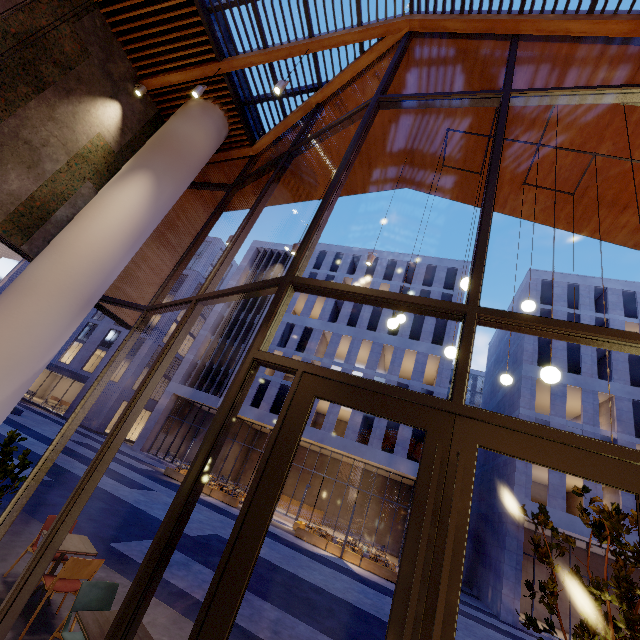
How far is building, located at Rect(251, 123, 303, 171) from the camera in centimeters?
880cm

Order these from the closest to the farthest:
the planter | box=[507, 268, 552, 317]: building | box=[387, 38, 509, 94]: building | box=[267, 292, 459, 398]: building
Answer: box=[387, 38, 509, 94]: building → the planter → box=[267, 292, 459, 398]: building → box=[507, 268, 552, 317]: building

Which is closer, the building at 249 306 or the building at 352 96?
the building at 352 96

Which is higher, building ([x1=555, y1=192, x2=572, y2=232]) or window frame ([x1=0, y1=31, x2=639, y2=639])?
building ([x1=555, y1=192, x2=572, y2=232])

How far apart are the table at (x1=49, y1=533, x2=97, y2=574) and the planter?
17.8m

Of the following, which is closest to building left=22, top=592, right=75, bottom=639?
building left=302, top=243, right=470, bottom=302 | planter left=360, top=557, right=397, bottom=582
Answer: planter left=360, top=557, right=397, bottom=582

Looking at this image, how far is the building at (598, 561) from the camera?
20.62m

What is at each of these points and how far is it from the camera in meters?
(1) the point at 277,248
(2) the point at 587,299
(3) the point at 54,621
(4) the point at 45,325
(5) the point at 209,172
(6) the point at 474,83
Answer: (1) building, 40.1 m
(2) building, 27.7 m
(3) building, 4.2 m
(4) column, 5.5 m
(5) building, 10.0 m
(6) building, 6.8 m
